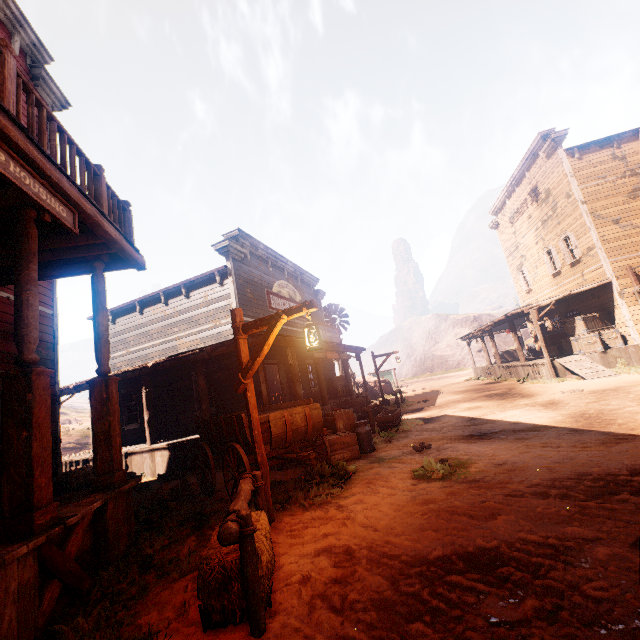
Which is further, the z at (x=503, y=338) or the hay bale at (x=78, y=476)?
the z at (x=503, y=338)

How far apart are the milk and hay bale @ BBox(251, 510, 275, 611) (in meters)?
4.59

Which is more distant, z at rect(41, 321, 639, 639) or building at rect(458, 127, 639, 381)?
building at rect(458, 127, 639, 381)

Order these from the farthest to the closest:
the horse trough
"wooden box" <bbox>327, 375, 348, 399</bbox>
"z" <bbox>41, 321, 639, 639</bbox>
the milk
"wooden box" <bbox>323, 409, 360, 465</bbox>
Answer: "wooden box" <bbox>327, 375, 348, 399</bbox> → the horse trough → the milk → "wooden box" <bbox>323, 409, 360, 465</bbox> → "z" <bbox>41, 321, 639, 639</bbox>

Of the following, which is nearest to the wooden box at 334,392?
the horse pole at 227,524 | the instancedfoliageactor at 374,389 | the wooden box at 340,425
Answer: the instancedfoliageactor at 374,389

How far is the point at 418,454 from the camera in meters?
7.0

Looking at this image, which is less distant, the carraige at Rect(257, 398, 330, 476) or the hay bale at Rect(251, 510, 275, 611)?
the hay bale at Rect(251, 510, 275, 611)

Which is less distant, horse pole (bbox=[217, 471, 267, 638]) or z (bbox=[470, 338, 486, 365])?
horse pole (bbox=[217, 471, 267, 638])
